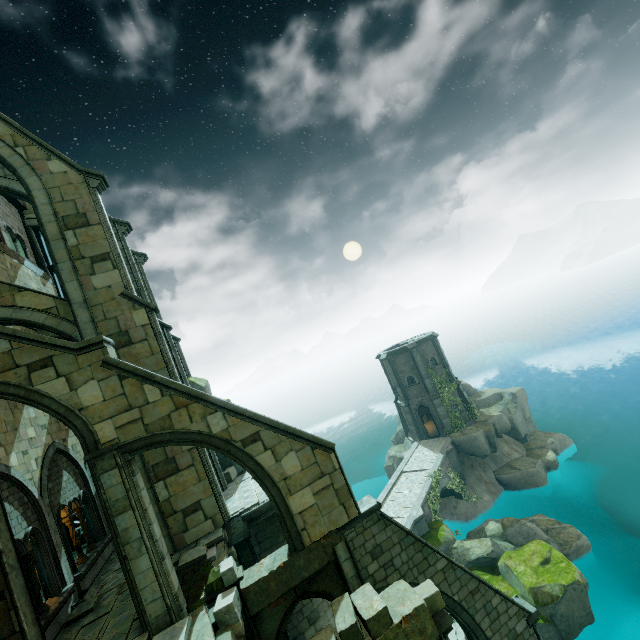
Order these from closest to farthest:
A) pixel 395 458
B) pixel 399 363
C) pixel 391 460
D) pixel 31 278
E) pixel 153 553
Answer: pixel 153 553 < pixel 31 278 < pixel 395 458 < pixel 399 363 < pixel 391 460

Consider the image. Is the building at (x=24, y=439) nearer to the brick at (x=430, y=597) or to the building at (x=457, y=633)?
the building at (x=457, y=633)

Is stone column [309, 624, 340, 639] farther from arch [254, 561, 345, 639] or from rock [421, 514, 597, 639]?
rock [421, 514, 597, 639]

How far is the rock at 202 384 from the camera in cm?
2066

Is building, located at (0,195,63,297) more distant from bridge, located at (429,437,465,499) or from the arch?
bridge, located at (429,437,465,499)

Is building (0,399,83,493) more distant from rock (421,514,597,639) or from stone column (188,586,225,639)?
stone column (188,586,225,639)

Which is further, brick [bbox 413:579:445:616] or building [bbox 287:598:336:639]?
building [bbox 287:598:336:639]

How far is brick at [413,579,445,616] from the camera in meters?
6.4 m
